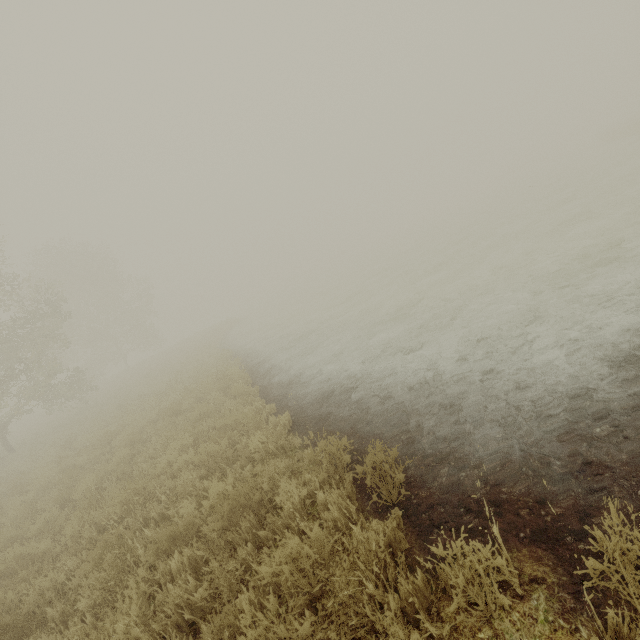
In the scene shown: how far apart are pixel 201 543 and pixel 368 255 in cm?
4278
